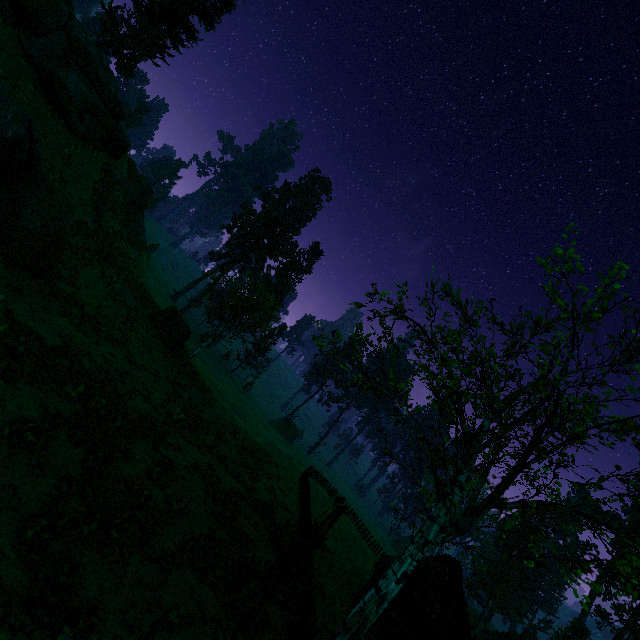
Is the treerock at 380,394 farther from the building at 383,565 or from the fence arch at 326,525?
the fence arch at 326,525

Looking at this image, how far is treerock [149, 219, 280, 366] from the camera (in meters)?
26.61

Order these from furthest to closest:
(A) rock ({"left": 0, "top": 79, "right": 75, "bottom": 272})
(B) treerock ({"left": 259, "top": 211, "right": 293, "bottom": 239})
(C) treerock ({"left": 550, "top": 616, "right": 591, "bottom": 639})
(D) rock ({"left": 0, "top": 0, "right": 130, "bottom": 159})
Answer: (B) treerock ({"left": 259, "top": 211, "right": 293, "bottom": 239}) < (C) treerock ({"left": 550, "top": 616, "right": 591, "bottom": 639}) < (D) rock ({"left": 0, "top": 0, "right": 130, "bottom": 159}) < (A) rock ({"left": 0, "top": 79, "right": 75, "bottom": 272})

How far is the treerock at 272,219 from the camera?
58.6 meters

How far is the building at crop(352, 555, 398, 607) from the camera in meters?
25.4

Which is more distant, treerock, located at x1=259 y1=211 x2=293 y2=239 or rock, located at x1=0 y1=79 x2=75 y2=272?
treerock, located at x1=259 y1=211 x2=293 y2=239

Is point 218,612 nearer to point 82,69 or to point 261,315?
point 261,315
